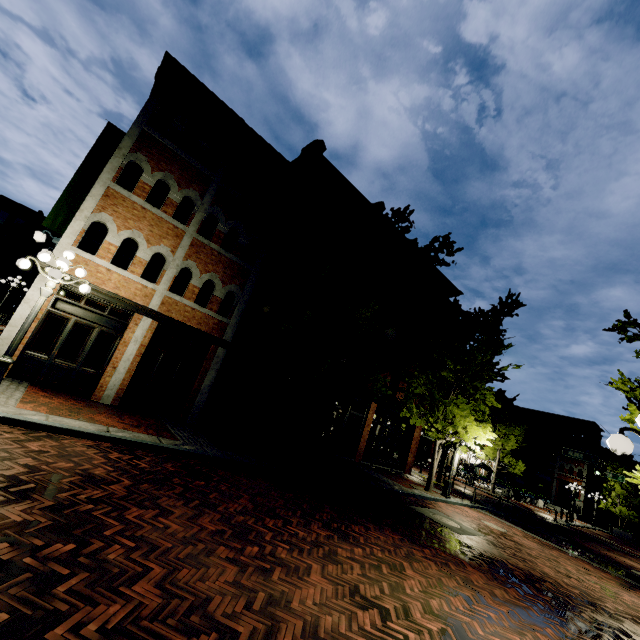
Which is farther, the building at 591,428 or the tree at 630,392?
the building at 591,428

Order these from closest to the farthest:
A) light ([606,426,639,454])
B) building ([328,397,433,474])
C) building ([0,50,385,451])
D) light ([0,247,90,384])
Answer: light ([606,426,639,454]) → light ([0,247,90,384]) → building ([0,50,385,451]) → building ([328,397,433,474])

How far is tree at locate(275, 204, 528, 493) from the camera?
12.12m

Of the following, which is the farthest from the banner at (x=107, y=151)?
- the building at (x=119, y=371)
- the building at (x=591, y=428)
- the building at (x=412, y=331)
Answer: the building at (x=591, y=428)

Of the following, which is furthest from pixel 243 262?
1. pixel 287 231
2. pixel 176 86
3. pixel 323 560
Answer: pixel 323 560

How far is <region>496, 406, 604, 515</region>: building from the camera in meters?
42.5 m

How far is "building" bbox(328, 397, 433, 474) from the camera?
18.52m

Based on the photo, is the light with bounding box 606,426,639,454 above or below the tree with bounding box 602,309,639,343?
below
